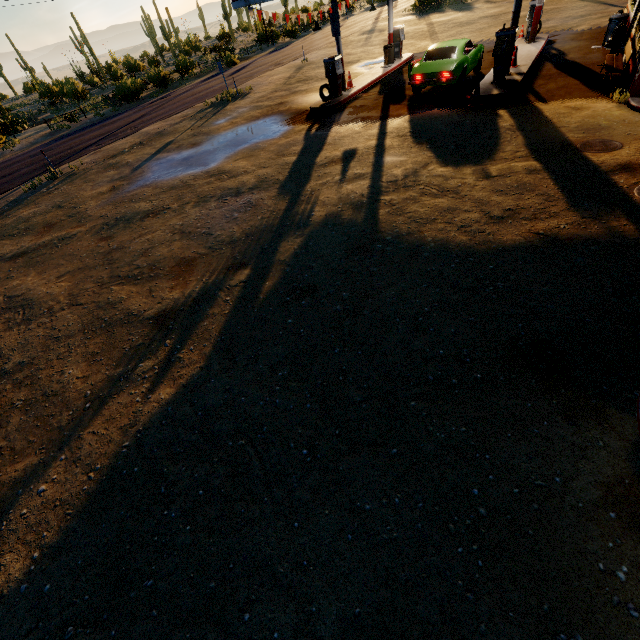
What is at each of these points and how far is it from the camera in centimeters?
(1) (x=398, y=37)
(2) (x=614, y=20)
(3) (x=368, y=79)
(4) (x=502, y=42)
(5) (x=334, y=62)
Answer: (1) gas pump, 1916cm
(2) trash can, 1339cm
(3) curb, 1722cm
(4) gas pump, 1136cm
(5) gas pump, 1454cm

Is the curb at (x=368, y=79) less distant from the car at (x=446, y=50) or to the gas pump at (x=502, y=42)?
the car at (x=446, y=50)

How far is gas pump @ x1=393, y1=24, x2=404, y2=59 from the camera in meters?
19.0 m

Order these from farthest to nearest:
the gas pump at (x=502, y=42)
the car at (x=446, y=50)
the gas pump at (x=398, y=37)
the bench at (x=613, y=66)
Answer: the gas pump at (x=398, y=37), the car at (x=446, y=50), the gas pump at (x=502, y=42), the bench at (x=613, y=66)

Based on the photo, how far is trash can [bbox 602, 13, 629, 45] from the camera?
13.2m

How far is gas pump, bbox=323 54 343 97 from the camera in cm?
1459

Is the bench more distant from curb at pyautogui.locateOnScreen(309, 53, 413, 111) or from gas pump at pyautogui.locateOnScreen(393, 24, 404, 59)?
gas pump at pyautogui.locateOnScreen(393, 24, 404, 59)

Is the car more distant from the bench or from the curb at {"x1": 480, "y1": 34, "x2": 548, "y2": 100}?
the bench
